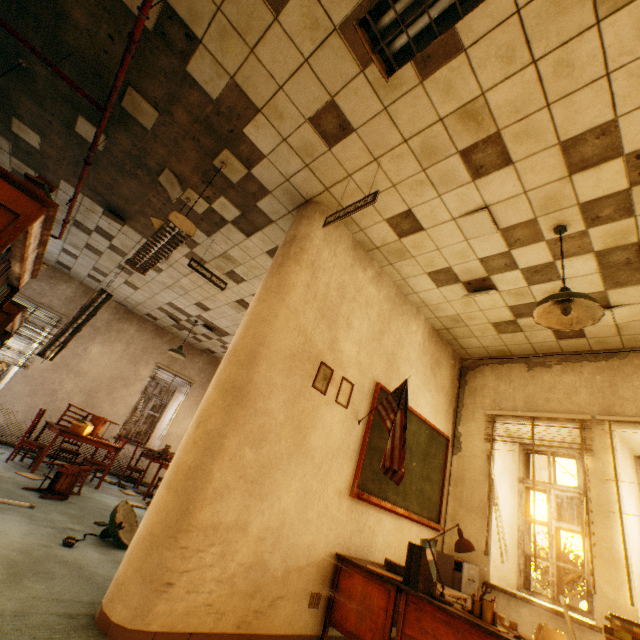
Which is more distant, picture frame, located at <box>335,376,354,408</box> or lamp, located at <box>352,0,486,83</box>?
picture frame, located at <box>335,376,354,408</box>

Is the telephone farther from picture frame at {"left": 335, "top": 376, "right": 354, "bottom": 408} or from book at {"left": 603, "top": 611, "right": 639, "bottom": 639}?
picture frame at {"left": 335, "top": 376, "right": 354, "bottom": 408}

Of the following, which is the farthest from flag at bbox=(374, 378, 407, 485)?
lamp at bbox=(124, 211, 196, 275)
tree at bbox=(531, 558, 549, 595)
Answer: tree at bbox=(531, 558, 549, 595)

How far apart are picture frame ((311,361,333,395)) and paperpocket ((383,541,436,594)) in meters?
1.5 m

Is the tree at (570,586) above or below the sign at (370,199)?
below

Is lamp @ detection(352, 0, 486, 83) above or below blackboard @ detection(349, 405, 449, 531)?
above

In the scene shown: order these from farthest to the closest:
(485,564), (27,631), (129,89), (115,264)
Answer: (115,264) < (485,564) < (129,89) < (27,631)

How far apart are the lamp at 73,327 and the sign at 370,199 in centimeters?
499cm
